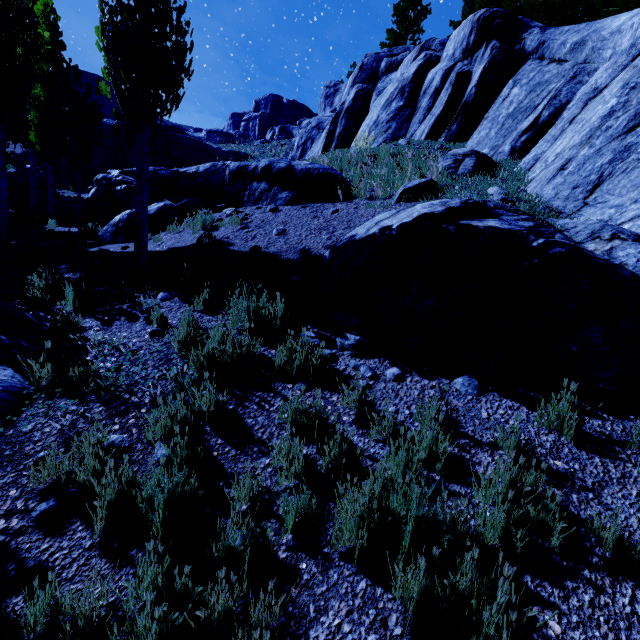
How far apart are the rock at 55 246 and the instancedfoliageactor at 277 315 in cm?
821

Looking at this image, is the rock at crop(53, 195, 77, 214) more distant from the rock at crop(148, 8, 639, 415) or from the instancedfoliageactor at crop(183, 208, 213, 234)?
the instancedfoliageactor at crop(183, 208, 213, 234)

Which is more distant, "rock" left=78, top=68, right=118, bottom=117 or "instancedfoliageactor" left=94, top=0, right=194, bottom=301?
"rock" left=78, top=68, right=118, bottom=117

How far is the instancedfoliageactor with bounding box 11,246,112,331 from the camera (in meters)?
4.59

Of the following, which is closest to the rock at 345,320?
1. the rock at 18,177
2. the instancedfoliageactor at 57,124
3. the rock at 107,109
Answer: the instancedfoliageactor at 57,124

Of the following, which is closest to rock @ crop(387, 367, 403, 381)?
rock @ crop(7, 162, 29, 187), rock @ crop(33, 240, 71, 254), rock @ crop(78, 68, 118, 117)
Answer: rock @ crop(33, 240, 71, 254)

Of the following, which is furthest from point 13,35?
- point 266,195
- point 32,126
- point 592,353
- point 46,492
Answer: point 592,353

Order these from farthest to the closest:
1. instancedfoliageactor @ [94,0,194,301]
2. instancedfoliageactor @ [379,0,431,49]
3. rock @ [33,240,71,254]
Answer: instancedfoliageactor @ [379,0,431,49] < rock @ [33,240,71,254] < instancedfoliageactor @ [94,0,194,301]
